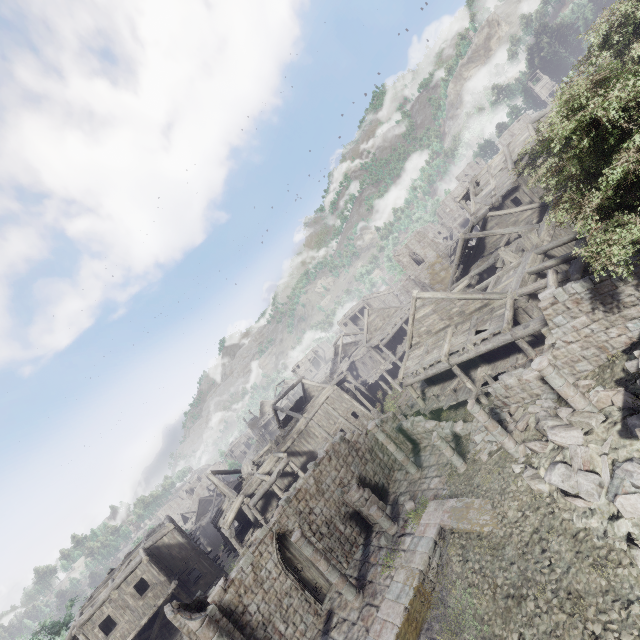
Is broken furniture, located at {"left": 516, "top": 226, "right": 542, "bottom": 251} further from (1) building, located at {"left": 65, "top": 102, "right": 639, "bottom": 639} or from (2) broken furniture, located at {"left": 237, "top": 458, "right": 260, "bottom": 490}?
(2) broken furniture, located at {"left": 237, "top": 458, "right": 260, "bottom": 490}

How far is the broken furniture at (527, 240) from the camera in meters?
20.0 m

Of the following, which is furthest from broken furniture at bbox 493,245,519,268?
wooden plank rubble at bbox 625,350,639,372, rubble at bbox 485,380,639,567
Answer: wooden plank rubble at bbox 625,350,639,372

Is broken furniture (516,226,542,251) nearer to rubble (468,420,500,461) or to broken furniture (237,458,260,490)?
rubble (468,420,500,461)

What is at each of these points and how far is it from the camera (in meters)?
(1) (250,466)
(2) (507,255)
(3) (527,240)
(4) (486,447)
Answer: (1) broken furniture, 31.72
(2) broken furniture, 21.14
(3) broken furniture, 20.27
(4) rubble, 15.30

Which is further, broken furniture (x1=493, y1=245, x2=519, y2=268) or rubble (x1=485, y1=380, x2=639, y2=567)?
broken furniture (x1=493, y1=245, x2=519, y2=268)

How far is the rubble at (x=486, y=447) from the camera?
14.9m

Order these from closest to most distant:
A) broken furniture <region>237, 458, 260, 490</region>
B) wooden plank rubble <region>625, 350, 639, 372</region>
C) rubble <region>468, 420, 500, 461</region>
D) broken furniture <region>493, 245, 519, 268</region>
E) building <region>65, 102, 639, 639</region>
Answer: wooden plank rubble <region>625, 350, 639, 372</region> < building <region>65, 102, 639, 639</region> < rubble <region>468, 420, 500, 461</region> < broken furniture <region>493, 245, 519, 268</region> < broken furniture <region>237, 458, 260, 490</region>
